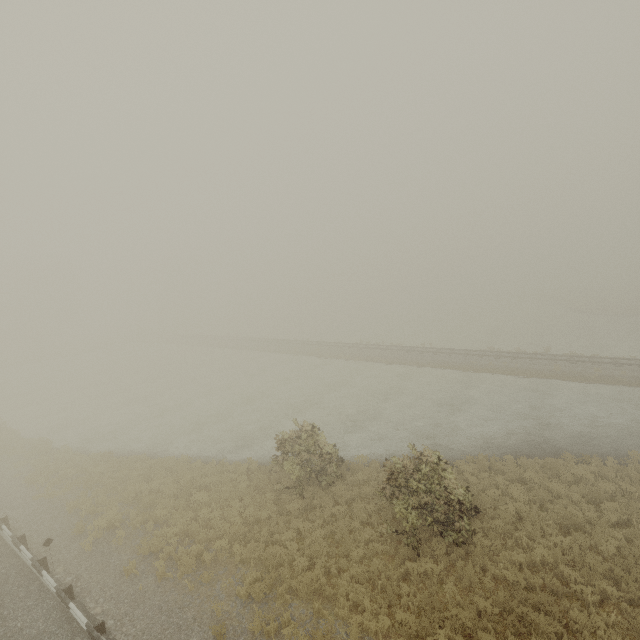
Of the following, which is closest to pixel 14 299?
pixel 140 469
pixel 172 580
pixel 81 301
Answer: pixel 81 301
